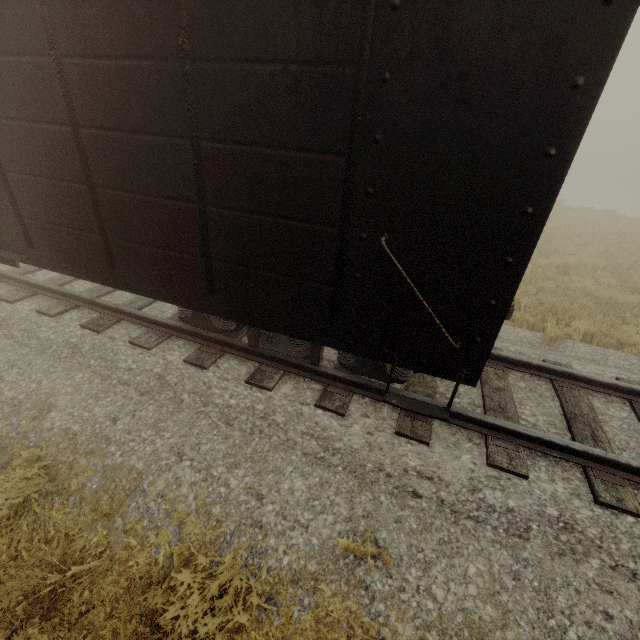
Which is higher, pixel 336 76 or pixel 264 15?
pixel 264 15
